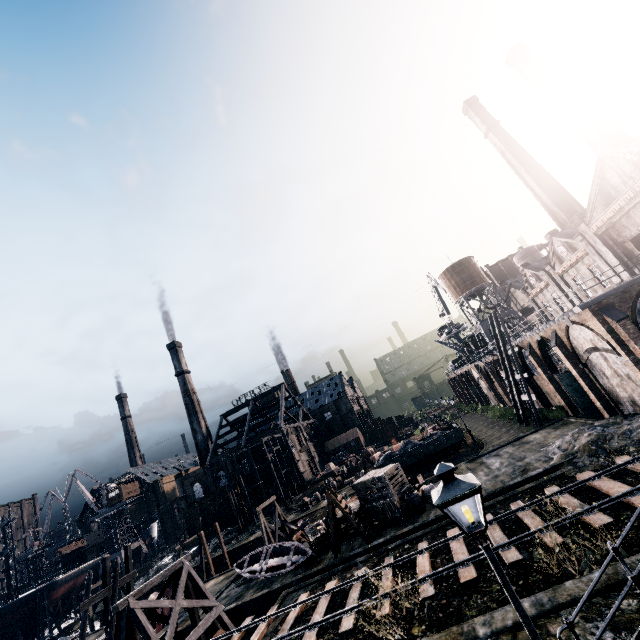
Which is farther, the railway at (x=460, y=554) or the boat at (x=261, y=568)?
the boat at (x=261, y=568)

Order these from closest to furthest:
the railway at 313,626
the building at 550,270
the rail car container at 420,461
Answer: the railway at 313,626, the building at 550,270, the rail car container at 420,461

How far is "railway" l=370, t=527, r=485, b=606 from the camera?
13.66m

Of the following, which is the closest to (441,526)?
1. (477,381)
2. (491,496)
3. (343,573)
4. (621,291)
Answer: (491,496)

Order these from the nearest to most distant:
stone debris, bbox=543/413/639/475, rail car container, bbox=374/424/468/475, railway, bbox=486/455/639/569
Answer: railway, bbox=486/455/639/569 < stone debris, bbox=543/413/639/475 < rail car container, bbox=374/424/468/475

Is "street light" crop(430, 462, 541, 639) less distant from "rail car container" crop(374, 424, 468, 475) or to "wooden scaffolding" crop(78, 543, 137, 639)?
"wooden scaffolding" crop(78, 543, 137, 639)

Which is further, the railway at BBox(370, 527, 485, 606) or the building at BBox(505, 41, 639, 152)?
the building at BBox(505, 41, 639, 152)

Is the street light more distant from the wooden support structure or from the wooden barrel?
the wooden barrel
